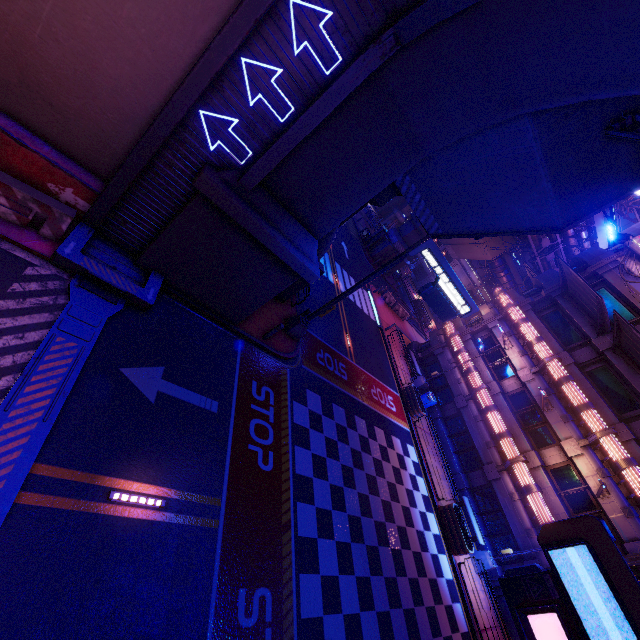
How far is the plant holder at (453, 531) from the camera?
16.3m

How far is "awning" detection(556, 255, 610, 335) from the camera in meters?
18.5

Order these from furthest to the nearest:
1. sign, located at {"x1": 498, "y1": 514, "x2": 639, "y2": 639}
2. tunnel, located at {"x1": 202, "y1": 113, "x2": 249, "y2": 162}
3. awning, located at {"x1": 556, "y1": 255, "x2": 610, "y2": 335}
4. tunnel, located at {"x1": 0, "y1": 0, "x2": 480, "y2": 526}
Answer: awning, located at {"x1": 556, "y1": 255, "x2": 610, "y2": 335} → tunnel, located at {"x1": 202, "y1": 113, "x2": 249, "y2": 162} → tunnel, located at {"x1": 0, "y1": 0, "x2": 480, "y2": 526} → sign, located at {"x1": 498, "y1": 514, "x2": 639, "y2": 639}

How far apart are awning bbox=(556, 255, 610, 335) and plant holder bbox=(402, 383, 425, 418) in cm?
1150

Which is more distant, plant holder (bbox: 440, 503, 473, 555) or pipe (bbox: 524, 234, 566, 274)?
pipe (bbox: 524, 234, 566, 274)

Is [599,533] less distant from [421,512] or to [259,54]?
[259,54]

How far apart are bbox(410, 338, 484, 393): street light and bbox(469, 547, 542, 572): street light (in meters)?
9.93

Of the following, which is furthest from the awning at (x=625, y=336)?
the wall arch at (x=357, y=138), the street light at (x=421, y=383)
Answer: the wall arch at (x=357, y=138)
